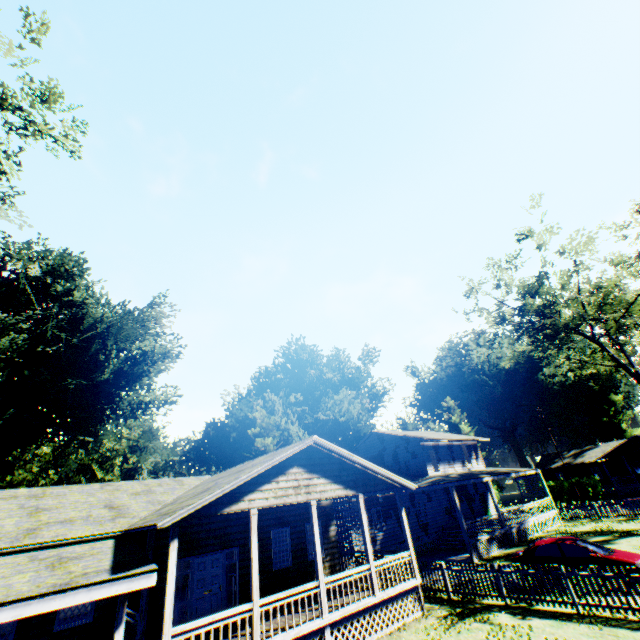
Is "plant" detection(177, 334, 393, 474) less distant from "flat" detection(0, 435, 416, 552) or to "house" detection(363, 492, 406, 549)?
"house" detection(363, 492, 406, 549)

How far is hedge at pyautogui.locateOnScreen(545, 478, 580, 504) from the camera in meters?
41.4 m

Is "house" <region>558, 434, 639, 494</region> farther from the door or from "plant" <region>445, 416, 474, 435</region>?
the door

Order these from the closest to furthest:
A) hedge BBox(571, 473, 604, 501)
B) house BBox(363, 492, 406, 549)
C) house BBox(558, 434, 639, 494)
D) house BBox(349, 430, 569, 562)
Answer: house BBox(363, 492, 406, 549), house BBox(349, 430, 569, 562), hedge BBox(571, 473, 604, 501), house BBox(558, 434, 639, 494)

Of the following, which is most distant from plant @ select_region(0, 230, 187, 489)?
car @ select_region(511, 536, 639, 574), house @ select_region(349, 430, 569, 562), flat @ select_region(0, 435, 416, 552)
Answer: car @ select_region(511, 536, 639, 574)

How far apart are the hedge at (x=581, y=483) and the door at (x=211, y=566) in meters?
47.6

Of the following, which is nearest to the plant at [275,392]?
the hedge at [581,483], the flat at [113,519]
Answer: the flat at [113,519]

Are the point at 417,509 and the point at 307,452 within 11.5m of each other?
no
